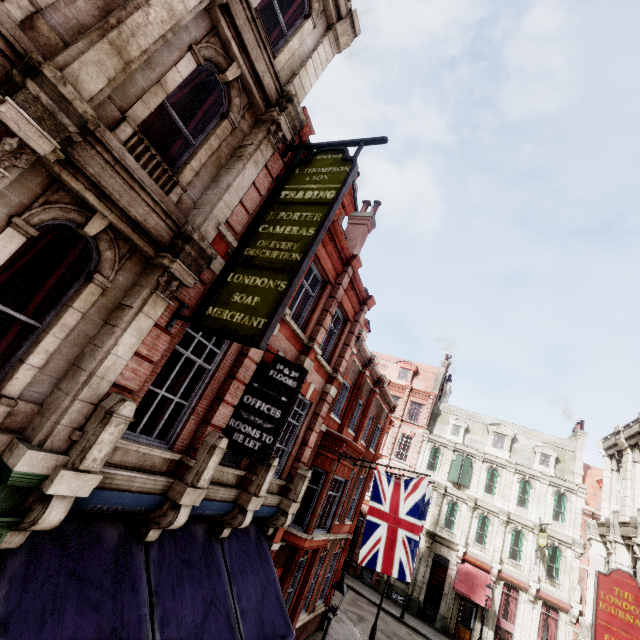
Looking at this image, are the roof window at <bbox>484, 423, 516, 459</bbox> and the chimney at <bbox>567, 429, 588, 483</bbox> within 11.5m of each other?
yes

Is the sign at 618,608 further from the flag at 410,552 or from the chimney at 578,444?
the chimney at 578,444

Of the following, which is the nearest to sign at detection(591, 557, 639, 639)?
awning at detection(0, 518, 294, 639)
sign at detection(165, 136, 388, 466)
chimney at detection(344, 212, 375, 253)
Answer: Answer: awning at detection(0, 518, 294, 639)

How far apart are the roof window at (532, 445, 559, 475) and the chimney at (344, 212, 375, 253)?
26.77m

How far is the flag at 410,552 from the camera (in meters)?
10.33

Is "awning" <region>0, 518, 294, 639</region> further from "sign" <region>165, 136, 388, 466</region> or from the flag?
the flag

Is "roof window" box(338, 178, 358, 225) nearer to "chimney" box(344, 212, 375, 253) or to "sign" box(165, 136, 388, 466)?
"chimney" box(344, 212, 375, 253)

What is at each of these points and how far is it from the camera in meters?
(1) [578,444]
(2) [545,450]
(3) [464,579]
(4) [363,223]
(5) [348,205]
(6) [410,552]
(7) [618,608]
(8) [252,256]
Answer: (1) chimney, 28.7
(2) roof window, 28.9
(3) awning, 24.8
(4) chimney, 15.6
(5) roof window, 12.4
(6) flag, 10.3
(7) sign, 9.0
(8) sign, 5.7
